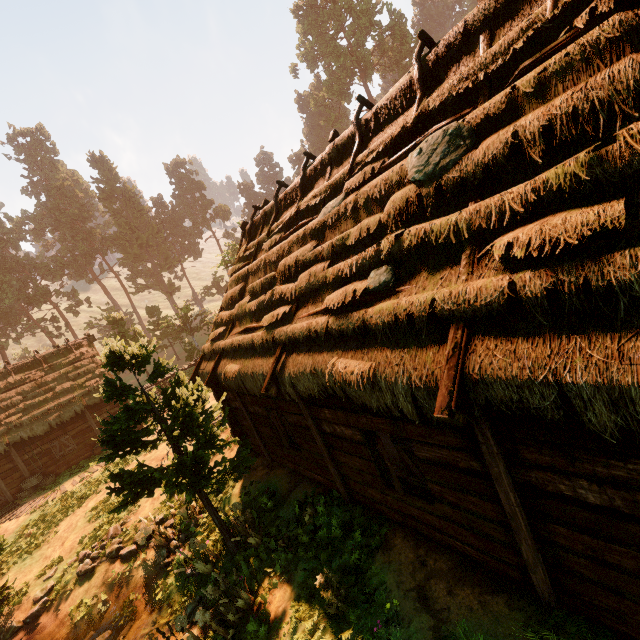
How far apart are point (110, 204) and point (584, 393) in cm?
6953

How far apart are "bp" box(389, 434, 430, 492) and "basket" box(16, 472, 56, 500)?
23.0 meters

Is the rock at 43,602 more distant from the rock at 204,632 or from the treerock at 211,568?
the rock at 204,632

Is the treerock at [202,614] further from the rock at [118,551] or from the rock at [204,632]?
the rock at [118,551]

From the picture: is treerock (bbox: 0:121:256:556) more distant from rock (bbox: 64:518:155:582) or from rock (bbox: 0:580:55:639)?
rock (bbox: 64:518:155:582)

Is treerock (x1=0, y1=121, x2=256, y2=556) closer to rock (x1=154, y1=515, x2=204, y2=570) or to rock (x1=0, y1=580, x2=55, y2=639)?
rock (x1=0, y1=580, x2=55, y2=639)

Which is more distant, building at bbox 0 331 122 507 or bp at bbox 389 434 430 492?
building at bbox 0 331 122 507

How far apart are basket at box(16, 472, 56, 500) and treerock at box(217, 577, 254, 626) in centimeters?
1943cm
